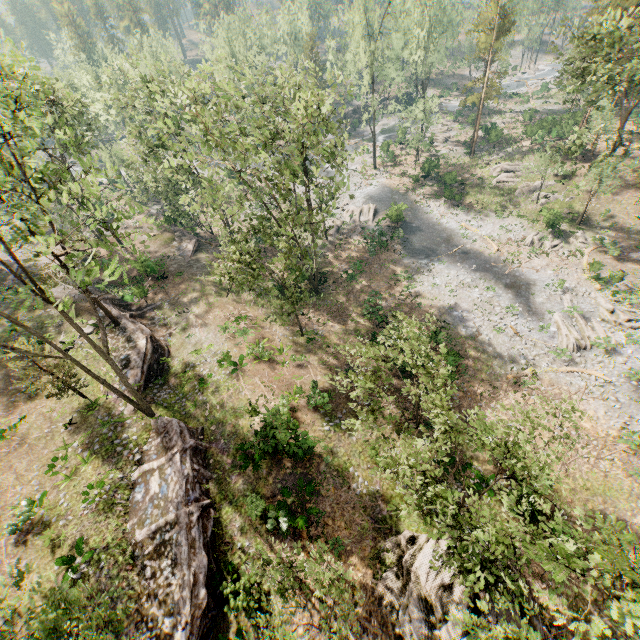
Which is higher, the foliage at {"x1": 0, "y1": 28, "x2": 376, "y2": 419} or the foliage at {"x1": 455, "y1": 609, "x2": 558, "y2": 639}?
the foliage at {"x1": 0, "y1": 28, "x2": 376, "y2": 419}

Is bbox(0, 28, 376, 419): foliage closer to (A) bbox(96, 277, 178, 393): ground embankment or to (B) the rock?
(A) bbox(96, 277, 178, 393): ground embankment

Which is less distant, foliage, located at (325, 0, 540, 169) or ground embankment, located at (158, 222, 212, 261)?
ground embankment, located at (158, 222, 212, 261)

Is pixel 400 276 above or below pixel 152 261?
below

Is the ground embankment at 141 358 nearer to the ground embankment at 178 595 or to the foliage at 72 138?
the foliage at 72 138

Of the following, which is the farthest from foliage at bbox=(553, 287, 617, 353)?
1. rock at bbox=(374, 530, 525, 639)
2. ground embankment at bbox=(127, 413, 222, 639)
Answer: rock at bbox=(374, 530, 525, 639)

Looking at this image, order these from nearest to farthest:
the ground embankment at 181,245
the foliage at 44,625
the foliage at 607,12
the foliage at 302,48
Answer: the foliage at 44,625
the foliage at 607,12
the ground embankment at 181,245
the foliage at 302,48
